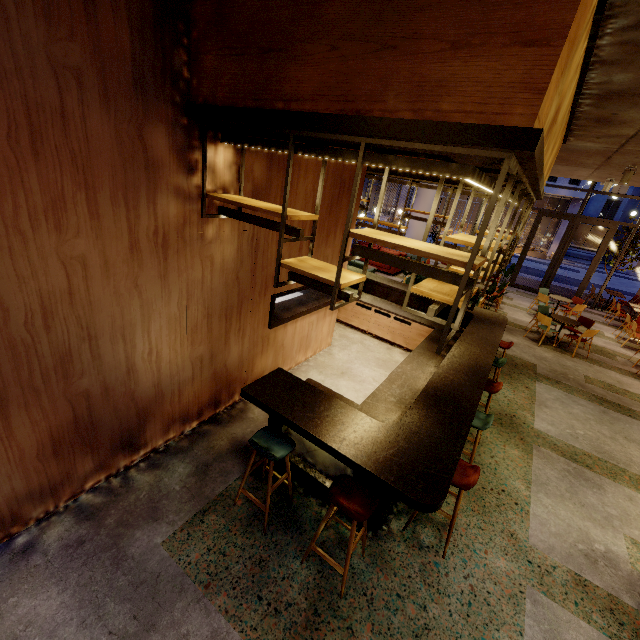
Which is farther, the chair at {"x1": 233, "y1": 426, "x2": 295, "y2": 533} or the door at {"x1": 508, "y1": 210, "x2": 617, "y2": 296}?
the door at {"x1": 508, "y1": 210, "x2": 617, "y2": 296}

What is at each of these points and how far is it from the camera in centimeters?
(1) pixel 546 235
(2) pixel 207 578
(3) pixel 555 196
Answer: (1) building, 3988cm
(2) building, 280cm
(3) building, 3594cm

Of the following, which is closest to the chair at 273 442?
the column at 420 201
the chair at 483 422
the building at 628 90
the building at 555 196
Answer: the building at 628 90

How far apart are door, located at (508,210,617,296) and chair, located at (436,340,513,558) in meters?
13.7

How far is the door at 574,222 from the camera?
13.4 meters

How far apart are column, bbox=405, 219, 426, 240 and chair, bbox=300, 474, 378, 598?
17.0m

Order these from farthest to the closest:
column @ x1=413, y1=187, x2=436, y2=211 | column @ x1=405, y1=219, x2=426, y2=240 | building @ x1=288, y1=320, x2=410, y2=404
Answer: column @ x1=405, y1=219, x2=426, y2=240, column @ x1=413, y1=187, x2=436, y2=211, building @ x1=288, y1=320, x2=410, y2=404

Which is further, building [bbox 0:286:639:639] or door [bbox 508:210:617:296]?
door [bbox 508:210:617:296]
